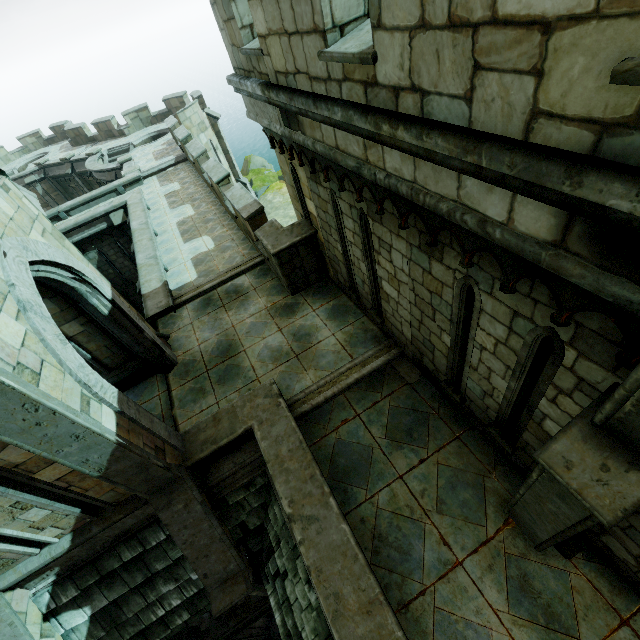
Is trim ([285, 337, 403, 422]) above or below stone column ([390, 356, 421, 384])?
above

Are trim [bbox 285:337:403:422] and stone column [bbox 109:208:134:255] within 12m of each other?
no

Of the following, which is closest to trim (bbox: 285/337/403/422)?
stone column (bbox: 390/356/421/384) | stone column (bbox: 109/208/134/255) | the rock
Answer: stone column (bbox: 390/356/421/384)

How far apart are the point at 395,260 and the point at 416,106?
2.4 meters

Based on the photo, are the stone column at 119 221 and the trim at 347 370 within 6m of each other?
no

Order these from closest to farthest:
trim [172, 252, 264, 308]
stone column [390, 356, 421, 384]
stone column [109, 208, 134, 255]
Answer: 1. stone column [390, 356, 421, 384]
2. trim [172, 252, 264, 308]
3. stone column [109, 208, 134, 255]

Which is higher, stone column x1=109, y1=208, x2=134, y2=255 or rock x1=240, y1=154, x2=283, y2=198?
stone column x1=109, y1=208, x2=134, y2=255

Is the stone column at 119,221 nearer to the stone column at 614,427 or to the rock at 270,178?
the stone column at 614,427
